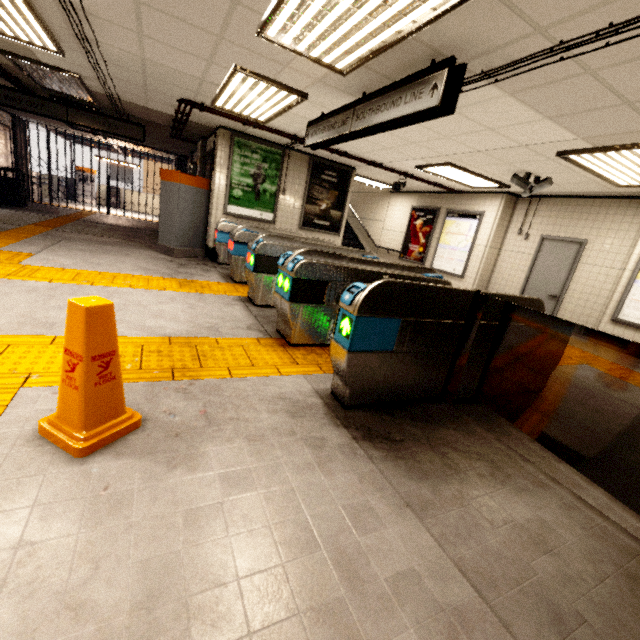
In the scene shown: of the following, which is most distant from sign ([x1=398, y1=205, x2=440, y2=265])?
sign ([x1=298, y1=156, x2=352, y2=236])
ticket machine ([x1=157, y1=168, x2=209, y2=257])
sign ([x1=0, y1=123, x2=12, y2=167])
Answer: sign ([x1=0, y1=123, x2=12, y2=167])

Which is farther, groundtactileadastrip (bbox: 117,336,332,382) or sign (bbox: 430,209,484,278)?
sign (bbox: 430,209,484,278)

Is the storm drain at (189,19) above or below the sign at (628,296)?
above

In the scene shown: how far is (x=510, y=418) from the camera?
3.0m

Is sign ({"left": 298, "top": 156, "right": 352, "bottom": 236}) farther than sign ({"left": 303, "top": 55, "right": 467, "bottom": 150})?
Yes

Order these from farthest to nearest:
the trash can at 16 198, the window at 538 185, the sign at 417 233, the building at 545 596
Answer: the trash can at 16 198 < the sign at 417 233 < the window at 538 185 < the building at 545 596

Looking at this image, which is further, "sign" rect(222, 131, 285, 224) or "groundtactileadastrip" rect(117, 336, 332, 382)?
"sign" rect(222, 131, 285, 224)

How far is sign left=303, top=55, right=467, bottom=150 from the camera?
2.78m
